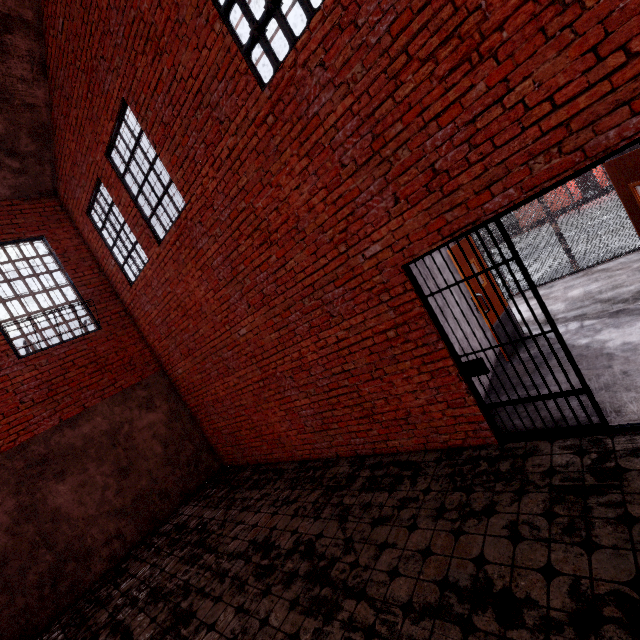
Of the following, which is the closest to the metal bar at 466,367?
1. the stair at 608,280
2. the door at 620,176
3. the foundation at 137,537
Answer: the door at 620,176

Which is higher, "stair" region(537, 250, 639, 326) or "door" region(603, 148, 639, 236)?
"door" region(603, 148, 639, 236)

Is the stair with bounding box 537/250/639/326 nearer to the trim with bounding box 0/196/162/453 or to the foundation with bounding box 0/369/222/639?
the foundation with bounding box 0/369/222/639

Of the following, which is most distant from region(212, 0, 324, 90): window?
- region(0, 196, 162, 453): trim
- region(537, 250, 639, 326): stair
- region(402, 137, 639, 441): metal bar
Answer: region(0, 196, 162, 453): trim

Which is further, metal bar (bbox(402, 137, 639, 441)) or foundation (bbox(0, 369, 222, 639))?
foundation (bbox(0, 369, 222, 639))

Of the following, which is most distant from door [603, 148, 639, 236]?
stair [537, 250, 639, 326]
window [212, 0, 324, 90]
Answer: window [212, 0, 324, 90]

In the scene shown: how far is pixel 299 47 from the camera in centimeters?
338cm

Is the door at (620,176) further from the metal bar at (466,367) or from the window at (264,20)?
the window at (264,20)
